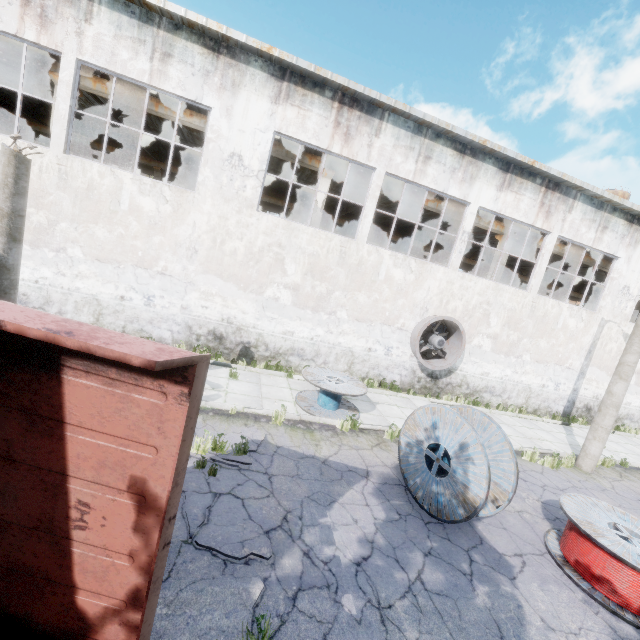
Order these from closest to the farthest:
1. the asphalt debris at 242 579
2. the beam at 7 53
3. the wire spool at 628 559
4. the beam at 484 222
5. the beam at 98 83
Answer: the asphalt debris at 242 579 < the wire spool at 628 559 < the beam at 7 53 < the beam at 98 83 < the beam at 484 222

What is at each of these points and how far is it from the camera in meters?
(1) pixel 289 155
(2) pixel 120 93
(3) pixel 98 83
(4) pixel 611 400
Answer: (1) beam, 13.4 m
(2) beam, 11.8 m
(3) beam, 11.6 m
(4) lamp post, 10.0 m

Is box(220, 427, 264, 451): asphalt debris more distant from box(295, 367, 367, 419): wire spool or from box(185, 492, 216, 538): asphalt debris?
box(295, 367, 367, 419): wire spool

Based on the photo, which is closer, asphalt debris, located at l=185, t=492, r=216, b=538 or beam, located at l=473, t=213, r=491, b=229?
asphalt debris, located at l=185, t=492, r=216, b=538

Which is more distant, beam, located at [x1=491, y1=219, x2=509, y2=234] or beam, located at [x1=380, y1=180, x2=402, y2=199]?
beam, located at [x1=491, y1=219, x2=509, y2=234]

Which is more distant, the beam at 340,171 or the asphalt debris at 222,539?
the beam at 340,171

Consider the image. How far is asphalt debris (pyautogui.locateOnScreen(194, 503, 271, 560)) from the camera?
4.31m
